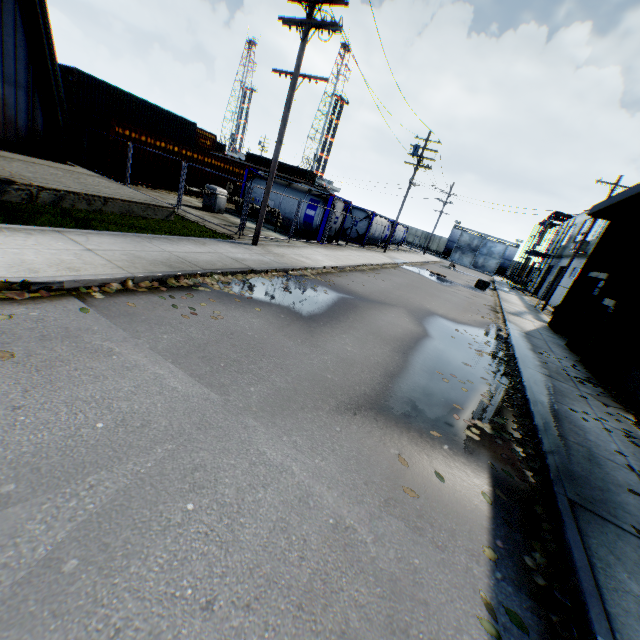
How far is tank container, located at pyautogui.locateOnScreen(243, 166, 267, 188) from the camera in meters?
21.4 m

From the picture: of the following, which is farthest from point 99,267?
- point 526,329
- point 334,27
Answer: point 526,329

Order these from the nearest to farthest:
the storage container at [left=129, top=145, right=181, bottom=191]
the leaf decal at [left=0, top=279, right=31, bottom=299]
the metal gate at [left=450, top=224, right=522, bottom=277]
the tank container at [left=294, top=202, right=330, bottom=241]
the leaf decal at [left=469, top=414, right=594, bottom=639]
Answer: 1. the leaf decal at [left=469, top=414, right=594, bottom=639]
2. the leaf decal at [left=0, top=279, right=31, bottom=299]
3. the storage container at [left=129, top=145, right=181, bottom=191]
4. the tank container at [left=294, top=202, right=330, bottom=241]
5. the metal gate at [left=450, top=224, right=522, bottom=277]

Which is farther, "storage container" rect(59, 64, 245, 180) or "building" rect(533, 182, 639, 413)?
"storage container" rect(59, 64, 245, 180)

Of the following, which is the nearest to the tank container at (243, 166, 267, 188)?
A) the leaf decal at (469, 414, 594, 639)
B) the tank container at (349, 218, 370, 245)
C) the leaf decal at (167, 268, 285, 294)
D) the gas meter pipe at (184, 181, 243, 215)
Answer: the gas meter pipe at (184, 181, 243, 215)

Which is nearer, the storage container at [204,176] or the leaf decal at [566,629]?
the leaf decal at [566,629]

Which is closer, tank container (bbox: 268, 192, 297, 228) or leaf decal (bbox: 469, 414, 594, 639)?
leaf decal (bbox: 469, 414, 594, 639)

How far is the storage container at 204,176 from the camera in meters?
20.9 m
